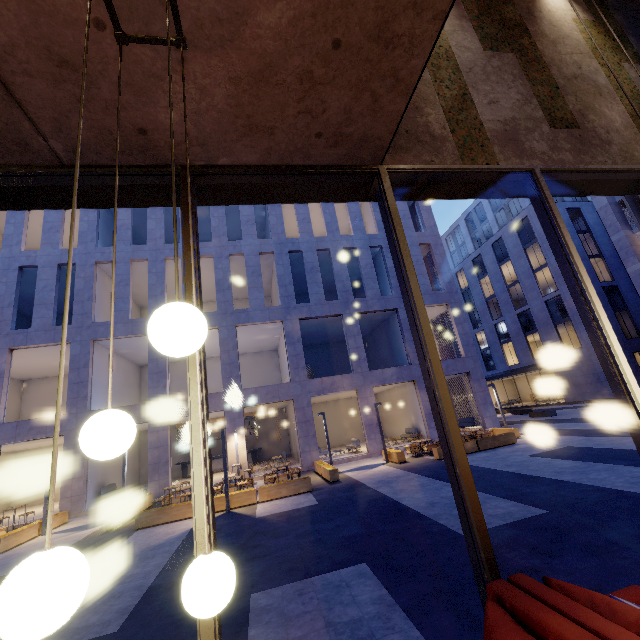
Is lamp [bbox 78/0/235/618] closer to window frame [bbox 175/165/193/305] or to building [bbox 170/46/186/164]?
building [bbox 170/46/186/164]

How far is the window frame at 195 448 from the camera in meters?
2.1

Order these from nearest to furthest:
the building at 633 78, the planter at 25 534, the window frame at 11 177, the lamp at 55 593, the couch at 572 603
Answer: the lamp at 55 593 < the couch at 572 603 < the window frame at 11 177 < the building at 633 78 < the planter at 25 534

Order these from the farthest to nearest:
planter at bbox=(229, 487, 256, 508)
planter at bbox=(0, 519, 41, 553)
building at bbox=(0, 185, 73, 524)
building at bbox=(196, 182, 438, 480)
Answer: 1. building at bbox=(196, 182, 438, 480)
2. building at bbox=(0, 185, 73, 524)
3. planter at bbox=(229, 487, 256, 508)
4. planter at bbox=(0, 519, 41, 553)

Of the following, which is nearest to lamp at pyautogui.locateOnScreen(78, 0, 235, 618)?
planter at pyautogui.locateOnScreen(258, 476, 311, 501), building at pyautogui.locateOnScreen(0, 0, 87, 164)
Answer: building at pyautogui.locateOnScreen(0, 0, 87, 164)

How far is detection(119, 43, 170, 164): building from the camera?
2.2m

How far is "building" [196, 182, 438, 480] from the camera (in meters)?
18.33

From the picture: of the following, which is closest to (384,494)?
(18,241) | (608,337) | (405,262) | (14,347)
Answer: (608,337)
